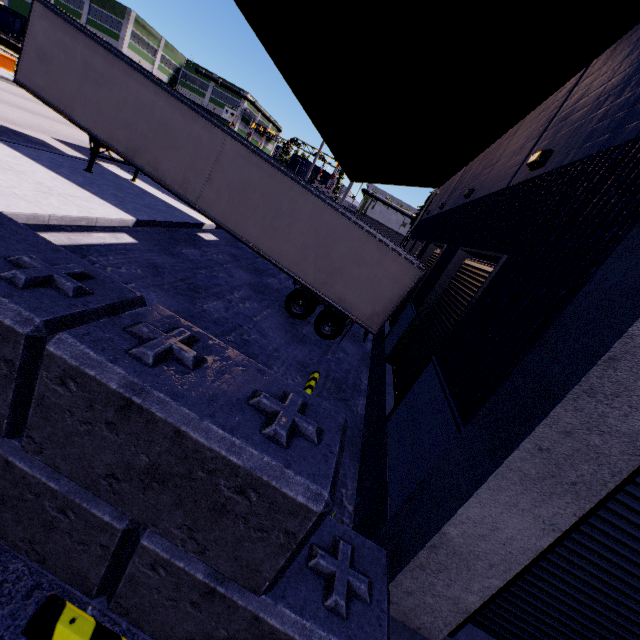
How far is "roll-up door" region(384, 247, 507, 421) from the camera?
5.61m

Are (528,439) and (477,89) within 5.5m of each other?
no

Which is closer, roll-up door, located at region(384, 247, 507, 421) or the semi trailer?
roll-up door, located at region(384, 247, 507, 421)

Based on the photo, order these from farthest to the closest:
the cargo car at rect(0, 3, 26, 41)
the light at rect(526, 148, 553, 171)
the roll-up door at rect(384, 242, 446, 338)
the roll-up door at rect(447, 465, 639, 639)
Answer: the cargo car at rect(0, 3, 26, 41)
the roll-up door at rect(384, 242, 446, 338)
the light at rect(526, 148, 553, 171)
the roll-up door at rect(447, 465, 639, 639)

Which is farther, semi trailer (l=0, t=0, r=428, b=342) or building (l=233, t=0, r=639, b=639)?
semi trailer (l=0, t=0, r=428, b=342)

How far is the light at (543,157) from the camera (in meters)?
5.50

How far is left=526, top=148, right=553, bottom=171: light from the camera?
5.5 meters

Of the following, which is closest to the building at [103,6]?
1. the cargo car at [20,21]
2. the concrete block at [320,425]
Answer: the concrete block at [320,425]
